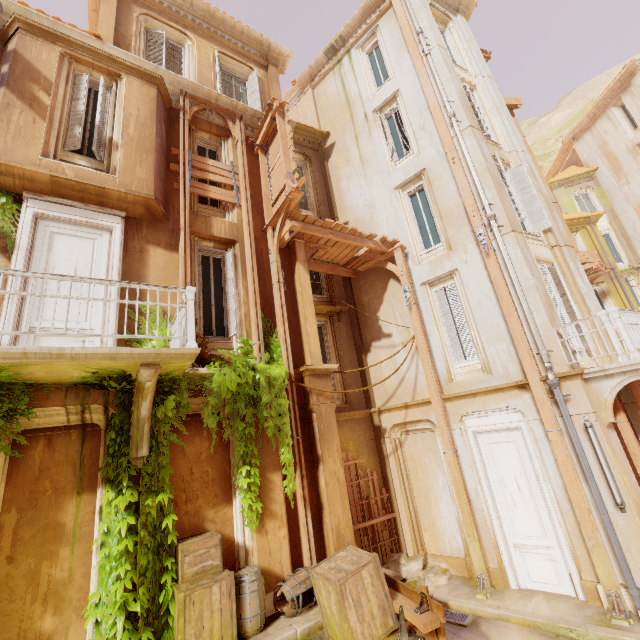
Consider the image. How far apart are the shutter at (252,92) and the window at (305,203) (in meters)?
1.83

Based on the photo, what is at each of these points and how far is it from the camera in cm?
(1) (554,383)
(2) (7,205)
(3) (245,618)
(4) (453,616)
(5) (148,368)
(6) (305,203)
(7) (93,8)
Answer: (1) pipe, 712
(2) plant, 607
(3) barrel, 515
(4) grate, 702
(5) support, 483
(6) window, 1369
(7) trim, 1019

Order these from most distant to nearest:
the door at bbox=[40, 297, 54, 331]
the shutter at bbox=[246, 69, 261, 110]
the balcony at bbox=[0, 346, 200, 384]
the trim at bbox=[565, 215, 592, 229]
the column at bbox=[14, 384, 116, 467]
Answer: the trim at bbox=[565, 215, 592, 229], the shutter at bbox=[246, 69, 261, 110], the door at bbox=[40, 297, 54, 331], the column at bbox=[14, 384, 116, 467], the balcony at bbox=[0, 346, 200, 384]

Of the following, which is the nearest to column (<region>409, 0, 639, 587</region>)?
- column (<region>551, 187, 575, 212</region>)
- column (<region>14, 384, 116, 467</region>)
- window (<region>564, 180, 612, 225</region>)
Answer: column (<region>14, 384, 116, 467</region>)

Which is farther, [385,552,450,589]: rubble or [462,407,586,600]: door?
[385,552,450,589]: rubble

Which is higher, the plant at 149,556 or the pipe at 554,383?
the pipe at 554,383

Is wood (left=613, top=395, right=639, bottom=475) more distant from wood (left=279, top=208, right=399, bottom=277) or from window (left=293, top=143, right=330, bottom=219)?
window (left=293, top=143, right=330, bottom=219)

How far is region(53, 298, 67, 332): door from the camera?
5.8 meters
